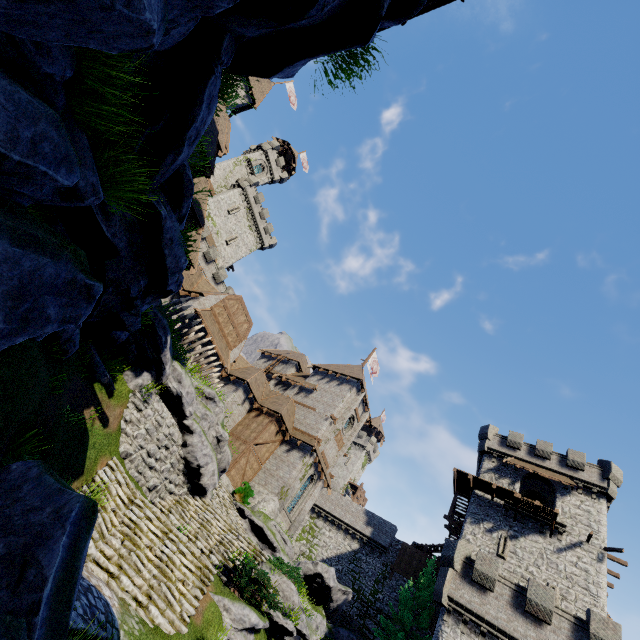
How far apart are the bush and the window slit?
20.80m

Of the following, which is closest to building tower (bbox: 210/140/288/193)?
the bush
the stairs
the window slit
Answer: the bush

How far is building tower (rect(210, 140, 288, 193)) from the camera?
49.5 meters

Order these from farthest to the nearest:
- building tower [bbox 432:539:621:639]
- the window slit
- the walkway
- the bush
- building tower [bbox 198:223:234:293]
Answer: building tower [bbox 198:223:234:293] → the walkway → the window slit → the bush → building tower [bbox 432:539:621:639]

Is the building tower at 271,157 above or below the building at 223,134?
above

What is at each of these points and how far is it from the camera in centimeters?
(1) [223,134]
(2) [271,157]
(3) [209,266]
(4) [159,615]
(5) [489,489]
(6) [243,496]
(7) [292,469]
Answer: (1) building, 2445cm
(2) building tower, 5631cm
(3) building tower, 4122cm
(4) stairs, 888cm
(5) walkway, 3011cm
(6) bush, 2433cm
(7) building, 2780cm

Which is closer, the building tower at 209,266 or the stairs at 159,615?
the stairs at 159,615

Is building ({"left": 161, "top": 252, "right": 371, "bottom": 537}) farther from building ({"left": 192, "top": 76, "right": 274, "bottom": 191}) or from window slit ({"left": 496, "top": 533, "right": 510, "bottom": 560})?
window slit ({"left": 496, "top": 533, "right": 510, "bottom": 560})
